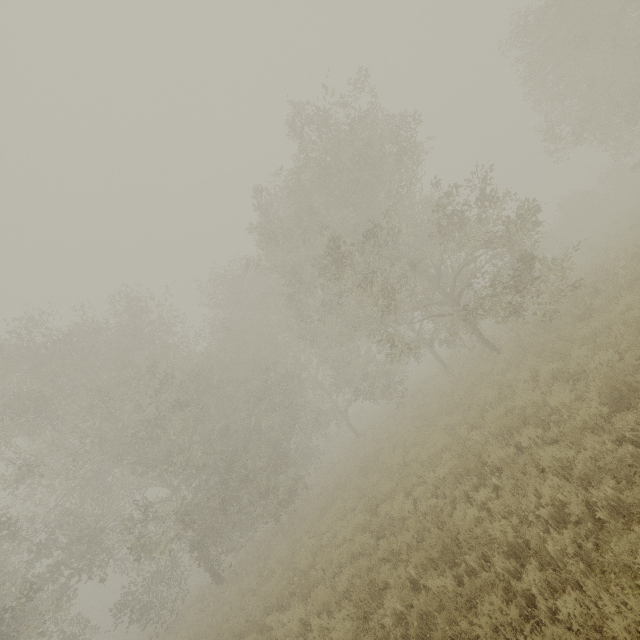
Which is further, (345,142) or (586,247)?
(586,247)

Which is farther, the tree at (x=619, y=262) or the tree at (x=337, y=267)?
the tree at (x=337, y=267)

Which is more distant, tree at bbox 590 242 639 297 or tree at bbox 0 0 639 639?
tree at bbox 0 0 639 639

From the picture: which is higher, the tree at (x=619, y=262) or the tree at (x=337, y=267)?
the tree at (x=337, y=267)

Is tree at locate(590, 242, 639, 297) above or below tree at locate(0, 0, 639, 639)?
below
